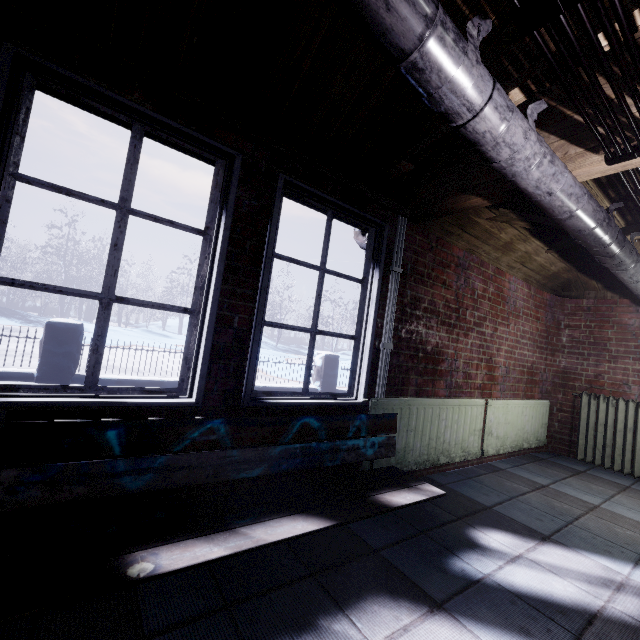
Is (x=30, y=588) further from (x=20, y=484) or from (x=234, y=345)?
(x=234, y=345)

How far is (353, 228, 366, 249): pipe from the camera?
2.63m

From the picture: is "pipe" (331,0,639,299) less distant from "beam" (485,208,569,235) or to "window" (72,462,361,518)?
"beam" (485,208,569,235)

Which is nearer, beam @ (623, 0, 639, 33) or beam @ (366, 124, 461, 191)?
beam @ (623, 0, 639, 33)

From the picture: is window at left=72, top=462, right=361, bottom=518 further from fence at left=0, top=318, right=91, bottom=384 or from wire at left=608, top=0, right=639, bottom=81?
fence at left=0, top=318, right=91, bottom=384

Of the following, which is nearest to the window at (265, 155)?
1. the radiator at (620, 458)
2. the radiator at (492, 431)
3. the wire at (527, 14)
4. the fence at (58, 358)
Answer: the radiator at (492, 431)

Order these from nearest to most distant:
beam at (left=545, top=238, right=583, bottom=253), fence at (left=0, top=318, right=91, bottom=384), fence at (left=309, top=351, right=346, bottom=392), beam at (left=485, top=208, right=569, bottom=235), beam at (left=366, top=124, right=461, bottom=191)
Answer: beam at (left=366, top=124, right=461, bottom=191)
beam at (left=485, top=208, right=569, bottom=235)
beam at (left=545, top=238, right=583, bottom=253)
fence at (left=0, top=318, right=91, bottom=384)
fence at (left=309, top=351, right=346, bottom=392)

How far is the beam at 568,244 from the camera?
3.2 meters
